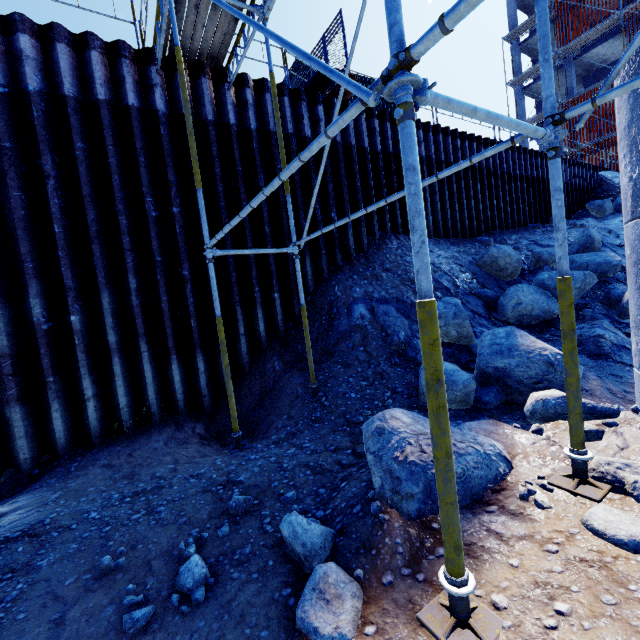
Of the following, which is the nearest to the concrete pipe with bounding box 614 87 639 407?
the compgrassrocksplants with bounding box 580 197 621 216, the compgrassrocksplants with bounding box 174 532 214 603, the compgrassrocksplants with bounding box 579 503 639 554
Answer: the compgrassrocksplants with bounding box 579 503 639 554

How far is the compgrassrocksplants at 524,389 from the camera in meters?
3.3

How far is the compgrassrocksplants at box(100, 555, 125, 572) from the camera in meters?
2.8 m

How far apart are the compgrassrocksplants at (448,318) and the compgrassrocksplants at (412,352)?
0.3m

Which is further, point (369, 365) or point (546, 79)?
point (369, 365)

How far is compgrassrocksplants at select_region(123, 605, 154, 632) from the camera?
2.2m

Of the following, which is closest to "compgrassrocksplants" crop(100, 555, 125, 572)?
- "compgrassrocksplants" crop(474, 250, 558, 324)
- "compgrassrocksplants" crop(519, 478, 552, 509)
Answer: "compgrassrocksplants" crop(519, 478, 552, 509)

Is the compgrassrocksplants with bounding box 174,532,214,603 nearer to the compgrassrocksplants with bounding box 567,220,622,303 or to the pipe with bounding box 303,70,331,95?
the pipe with bounding box 303,70,331,95
